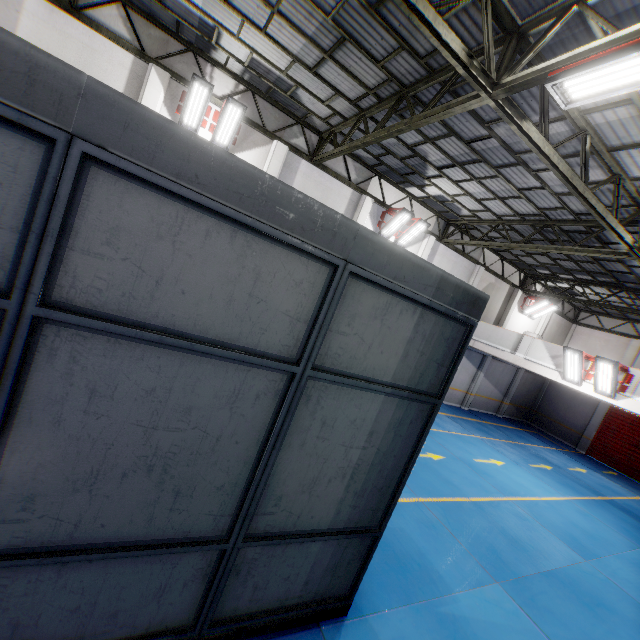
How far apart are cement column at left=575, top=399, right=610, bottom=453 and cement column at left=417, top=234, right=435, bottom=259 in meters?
15.9

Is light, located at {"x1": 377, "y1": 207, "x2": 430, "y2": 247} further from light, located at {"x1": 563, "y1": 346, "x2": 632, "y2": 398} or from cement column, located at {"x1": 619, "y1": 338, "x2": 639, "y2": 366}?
cement column, located at {"x1": 619, "y1": 338, "x2": 639, "y2": 366}

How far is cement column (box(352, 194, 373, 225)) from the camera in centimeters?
1320cm

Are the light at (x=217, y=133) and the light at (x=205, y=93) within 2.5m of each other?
yes

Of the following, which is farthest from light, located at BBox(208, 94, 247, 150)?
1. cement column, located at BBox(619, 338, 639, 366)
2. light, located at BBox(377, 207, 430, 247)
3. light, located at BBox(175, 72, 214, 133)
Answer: cement column, located at BBox(619, 338, 639, 366)

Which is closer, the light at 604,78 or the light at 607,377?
the light at 604,78

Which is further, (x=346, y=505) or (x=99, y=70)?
(x=99, y=70)

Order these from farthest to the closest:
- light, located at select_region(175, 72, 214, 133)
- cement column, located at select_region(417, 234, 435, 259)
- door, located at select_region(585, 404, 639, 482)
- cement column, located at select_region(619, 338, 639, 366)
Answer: cement column, located at select_region(619, 338, 639, 366)
door, located at select_region(585, 404, 639, 482)
cement column, located at select_region(417, 234, 435, 259)
light, located at select_region(175, 72, 214, 133)
